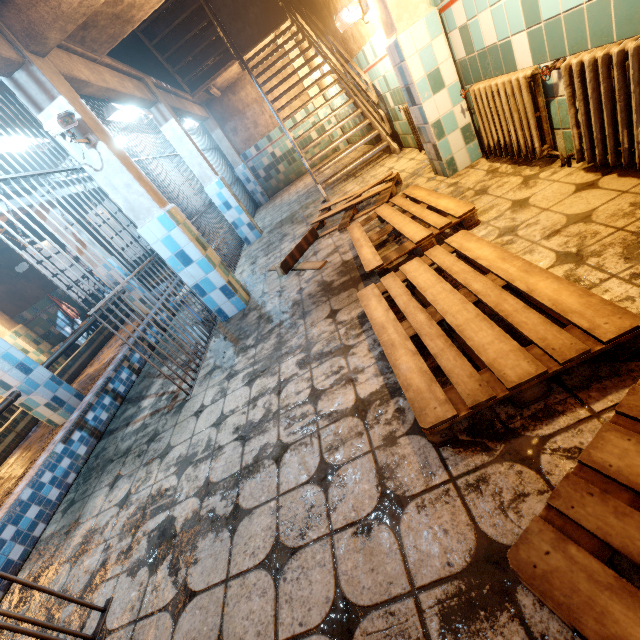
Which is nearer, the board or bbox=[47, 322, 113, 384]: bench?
the board

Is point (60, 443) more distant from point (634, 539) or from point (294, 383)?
point (634, 539)

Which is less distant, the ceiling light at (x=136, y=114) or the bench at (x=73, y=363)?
the ceiling light at (x=136, y=114)

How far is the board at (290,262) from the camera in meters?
3.5

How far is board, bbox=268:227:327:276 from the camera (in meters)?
3.45

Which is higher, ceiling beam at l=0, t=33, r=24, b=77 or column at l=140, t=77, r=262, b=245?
ceiling beam at l=0, t=33, r=24, b=77

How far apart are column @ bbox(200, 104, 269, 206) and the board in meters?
6.6 m

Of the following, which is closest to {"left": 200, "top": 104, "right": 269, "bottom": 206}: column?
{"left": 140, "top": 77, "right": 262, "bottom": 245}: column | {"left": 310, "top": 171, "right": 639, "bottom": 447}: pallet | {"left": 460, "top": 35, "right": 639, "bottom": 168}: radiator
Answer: {"left": 140, "top": 77, "right": 262, "bottom": 245}: column
